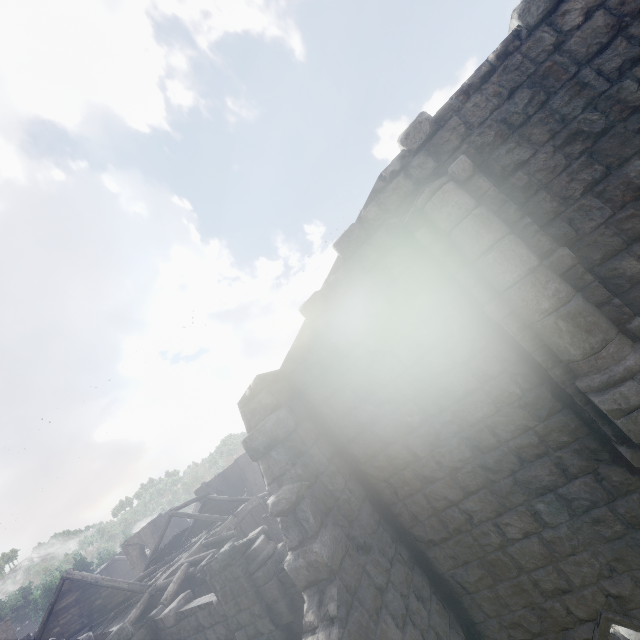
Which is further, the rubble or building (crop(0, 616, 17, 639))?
building (crop(0, 616, 17, 639))

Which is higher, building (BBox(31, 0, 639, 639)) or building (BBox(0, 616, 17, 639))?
building (BBox(0, 616, 17, 639))

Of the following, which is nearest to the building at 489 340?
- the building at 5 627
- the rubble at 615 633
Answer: the rubble at 615 633

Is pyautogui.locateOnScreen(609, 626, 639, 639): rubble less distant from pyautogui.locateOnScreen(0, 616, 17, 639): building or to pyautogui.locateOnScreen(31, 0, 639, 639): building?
pyautogui.locateOnScreen(31, 0, 639, 639): building

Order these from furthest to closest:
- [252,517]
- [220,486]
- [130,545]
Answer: [220,486]
[130,545]
[252,517]

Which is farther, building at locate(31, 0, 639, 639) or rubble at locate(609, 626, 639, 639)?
rubble at locate(609, 626, 639, 639)

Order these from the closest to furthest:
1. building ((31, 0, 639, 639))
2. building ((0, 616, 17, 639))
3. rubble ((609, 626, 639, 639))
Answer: building ((31, 0, 639, 639)) < rubble ((609, 626, 639, 639)) < building ((0, 616, 17, 639))
